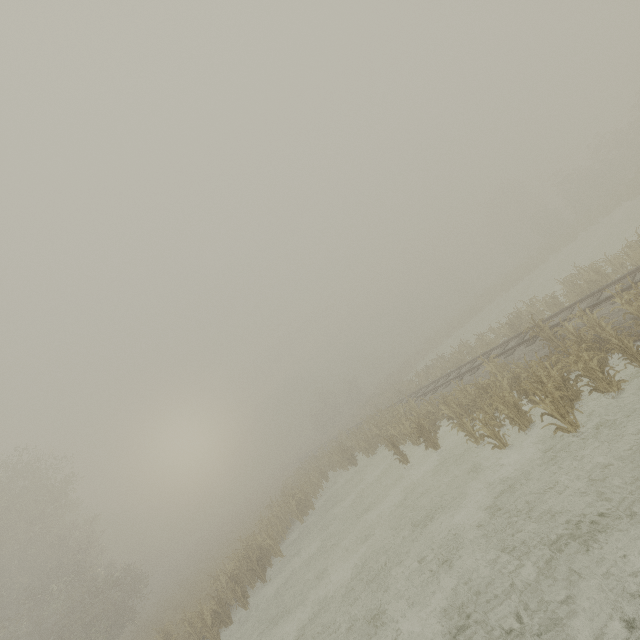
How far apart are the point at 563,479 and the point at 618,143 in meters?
47.7 m
